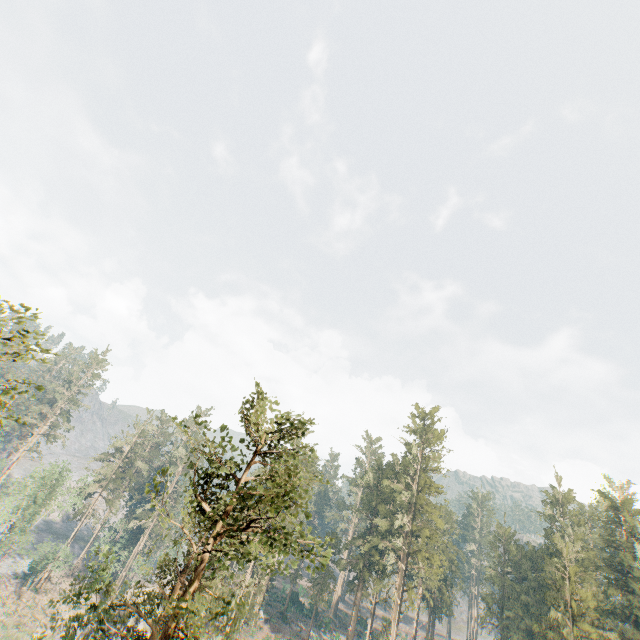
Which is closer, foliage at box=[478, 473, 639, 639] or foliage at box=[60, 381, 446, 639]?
foliage at box=[60, 381, 446, 639]

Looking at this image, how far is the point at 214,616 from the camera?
11.4 meters

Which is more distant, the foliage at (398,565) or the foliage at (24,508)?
the foliage at (24,508)

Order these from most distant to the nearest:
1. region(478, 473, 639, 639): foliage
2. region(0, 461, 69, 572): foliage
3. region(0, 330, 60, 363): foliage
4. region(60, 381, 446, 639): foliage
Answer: region(0, 461, 69, 572): foliage
region(478, 473, 639, 639): foliage
region(60, 381, 446, 639): foliage
region(0, 330, 60, 363): foliage
